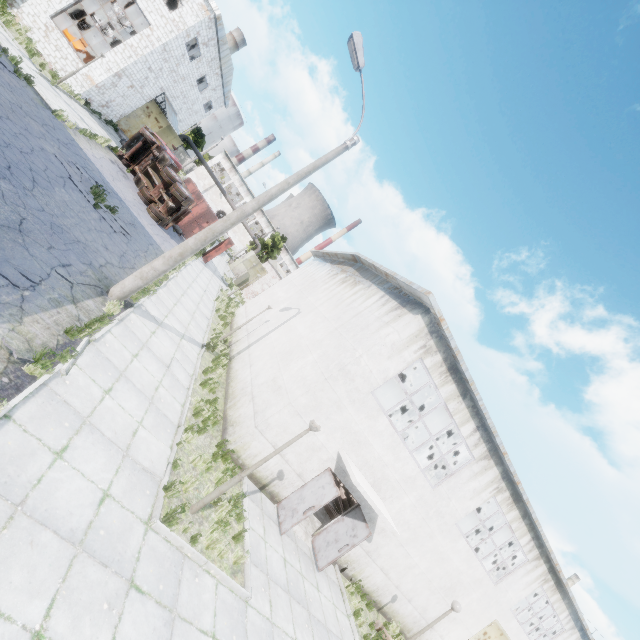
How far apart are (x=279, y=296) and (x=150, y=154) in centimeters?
1365cm

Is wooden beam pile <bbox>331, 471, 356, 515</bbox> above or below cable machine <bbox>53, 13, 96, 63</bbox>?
below

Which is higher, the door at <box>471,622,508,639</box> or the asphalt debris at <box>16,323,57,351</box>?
the door at <box>471,622,508,639</box>

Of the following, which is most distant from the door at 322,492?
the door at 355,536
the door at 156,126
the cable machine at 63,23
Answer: the door at 156,126

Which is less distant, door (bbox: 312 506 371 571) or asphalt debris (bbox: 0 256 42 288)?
asphalt debris (bbox: 0 256 42 288)

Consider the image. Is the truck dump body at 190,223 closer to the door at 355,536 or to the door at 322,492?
the door at 322,492

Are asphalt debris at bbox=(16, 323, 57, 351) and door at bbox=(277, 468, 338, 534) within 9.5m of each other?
yes

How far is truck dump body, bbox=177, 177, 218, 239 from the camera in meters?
26.7
